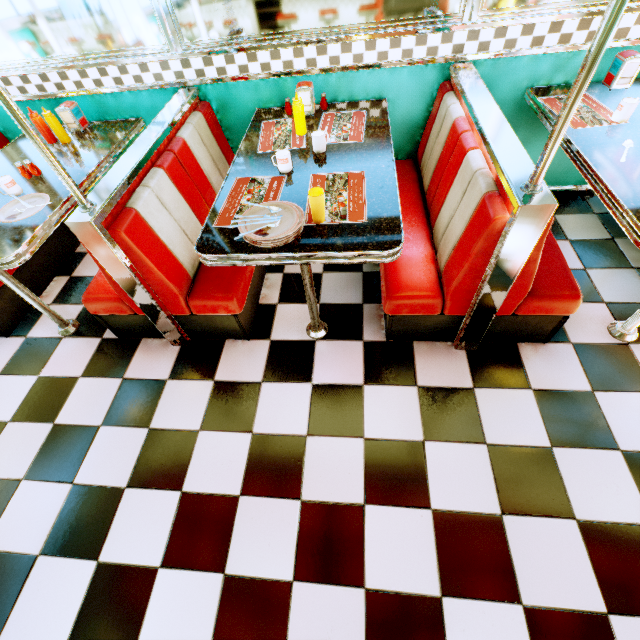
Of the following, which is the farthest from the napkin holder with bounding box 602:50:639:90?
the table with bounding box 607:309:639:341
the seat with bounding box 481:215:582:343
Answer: the table with bounding box 607:309:639:341

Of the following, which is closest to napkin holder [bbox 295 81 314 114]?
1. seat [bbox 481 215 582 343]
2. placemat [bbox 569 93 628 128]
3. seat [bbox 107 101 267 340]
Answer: seat [bbox 107 101 267 340]

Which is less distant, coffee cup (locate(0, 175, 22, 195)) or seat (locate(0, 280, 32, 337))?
coffee cup (locate(0, 175, 22, 195))

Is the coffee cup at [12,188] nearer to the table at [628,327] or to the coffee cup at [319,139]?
the coffee cup at [319,139]

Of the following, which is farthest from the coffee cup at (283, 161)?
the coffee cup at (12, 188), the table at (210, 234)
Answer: the coffee cup at (12, 188)

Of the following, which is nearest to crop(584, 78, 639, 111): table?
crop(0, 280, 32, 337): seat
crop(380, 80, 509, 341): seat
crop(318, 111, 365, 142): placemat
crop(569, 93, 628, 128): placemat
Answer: crop(569, 93, 628, 128): placemat

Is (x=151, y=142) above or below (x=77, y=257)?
above

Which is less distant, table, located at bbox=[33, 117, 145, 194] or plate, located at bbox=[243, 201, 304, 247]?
plate, located at bbox=[243, 201, 304, 247]
